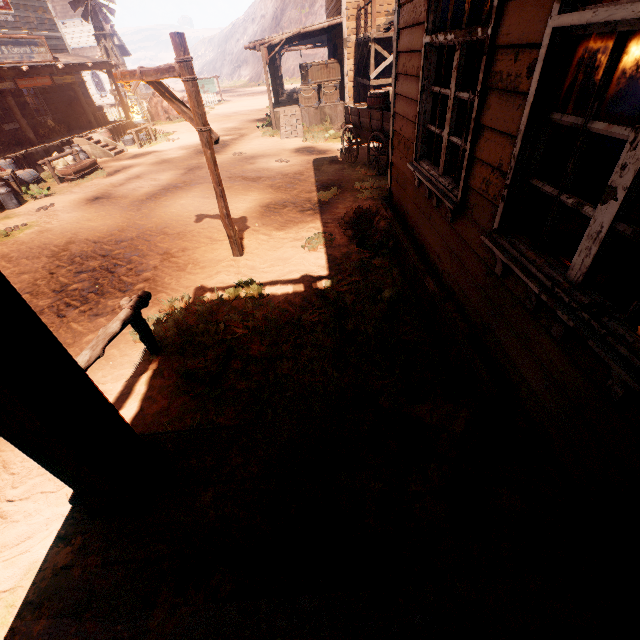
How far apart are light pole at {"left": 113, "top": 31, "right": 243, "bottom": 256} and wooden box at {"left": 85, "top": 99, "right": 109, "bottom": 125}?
16.6 meters

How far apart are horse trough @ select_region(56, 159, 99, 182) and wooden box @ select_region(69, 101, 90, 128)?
6.1m

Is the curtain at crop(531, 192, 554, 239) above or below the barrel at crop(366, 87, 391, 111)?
above

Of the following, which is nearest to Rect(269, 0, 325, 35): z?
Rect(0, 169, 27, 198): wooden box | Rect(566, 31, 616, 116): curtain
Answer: Rect(0, 169, 27, 198): wooden box

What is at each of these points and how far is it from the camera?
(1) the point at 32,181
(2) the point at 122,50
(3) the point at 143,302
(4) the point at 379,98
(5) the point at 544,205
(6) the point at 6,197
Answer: (1) barrel, 12.4m
(2) building, 36.9m
(3) horse pole, 3.9m
(4) barrel, 9.2m
(5) curtain, 2.0m
(6) milk, 10.3m

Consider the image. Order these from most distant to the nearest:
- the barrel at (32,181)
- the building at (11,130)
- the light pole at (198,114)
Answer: the building at (11,130) < the barrel at (32,181) < the light pole at (198,114)

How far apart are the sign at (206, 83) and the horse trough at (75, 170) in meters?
24.5 m

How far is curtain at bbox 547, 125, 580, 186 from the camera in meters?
1.7 m
